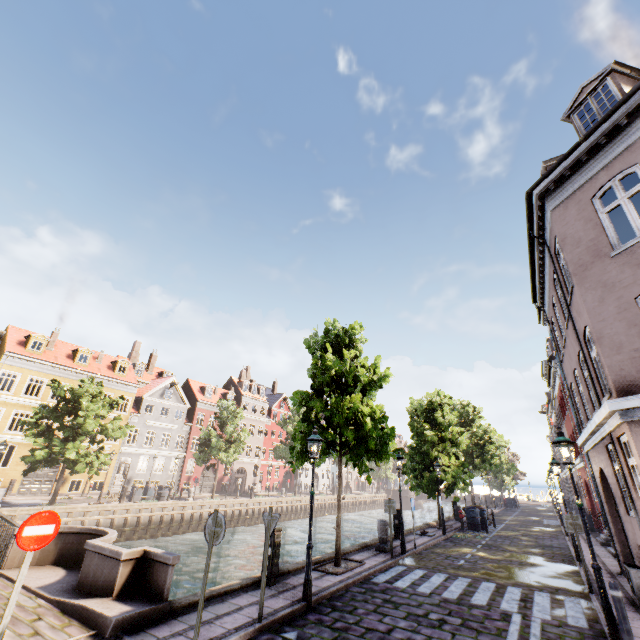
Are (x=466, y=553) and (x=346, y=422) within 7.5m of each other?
no

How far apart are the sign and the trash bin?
23.34m

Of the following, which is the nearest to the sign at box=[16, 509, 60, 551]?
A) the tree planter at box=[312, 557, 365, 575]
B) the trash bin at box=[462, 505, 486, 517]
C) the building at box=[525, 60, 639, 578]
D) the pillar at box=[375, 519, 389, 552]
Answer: the tree planter at box=[312, 557, 365, 575]

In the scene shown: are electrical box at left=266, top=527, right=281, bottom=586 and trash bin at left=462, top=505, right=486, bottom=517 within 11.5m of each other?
no

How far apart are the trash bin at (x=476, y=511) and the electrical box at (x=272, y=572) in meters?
17.7

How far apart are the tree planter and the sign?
7.6m

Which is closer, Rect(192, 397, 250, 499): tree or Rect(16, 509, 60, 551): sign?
Rect(16, 509, 60, 551): sign

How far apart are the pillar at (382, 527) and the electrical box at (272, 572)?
6.2m
